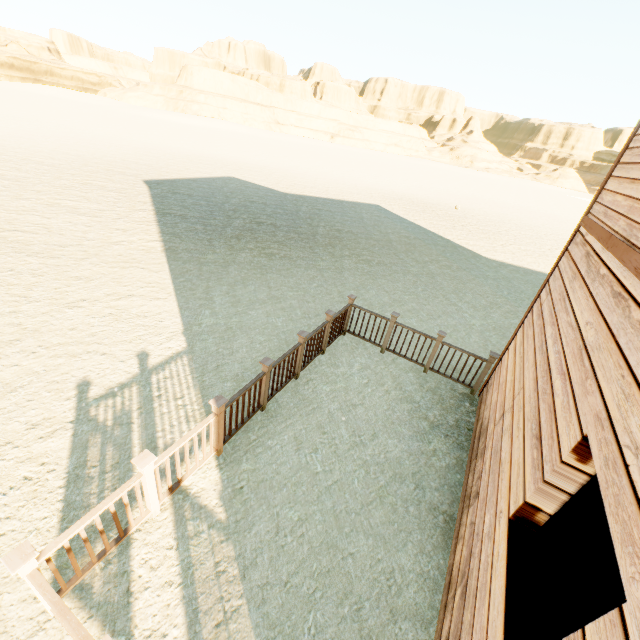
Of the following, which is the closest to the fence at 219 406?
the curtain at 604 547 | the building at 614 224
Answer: the building at 614 224

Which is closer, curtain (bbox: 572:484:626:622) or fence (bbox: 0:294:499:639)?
curtain (bbox: 572:484:626:622)

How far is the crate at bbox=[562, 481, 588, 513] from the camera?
4.01m

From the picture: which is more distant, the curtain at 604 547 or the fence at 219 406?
the fence at 219 406

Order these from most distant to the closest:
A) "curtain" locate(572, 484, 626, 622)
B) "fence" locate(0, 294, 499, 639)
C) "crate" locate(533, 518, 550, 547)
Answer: "crate" locate(533, 518, 550, 547) < "fence" locate(0, 294, 499, 639) < "curtain" locate(572, 484, 626, 622)

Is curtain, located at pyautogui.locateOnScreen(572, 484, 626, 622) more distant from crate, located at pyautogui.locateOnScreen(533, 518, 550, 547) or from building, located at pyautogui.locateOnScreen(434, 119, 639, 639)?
crate, located at pyautogui.locateOnScreen(533, 518, 550, 547)

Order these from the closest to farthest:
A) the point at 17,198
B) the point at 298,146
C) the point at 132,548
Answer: the point at 132,548, the point at 17,198, the point at 298,146

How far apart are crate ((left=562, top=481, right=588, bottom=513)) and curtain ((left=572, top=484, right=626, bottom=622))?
1.5 meters
